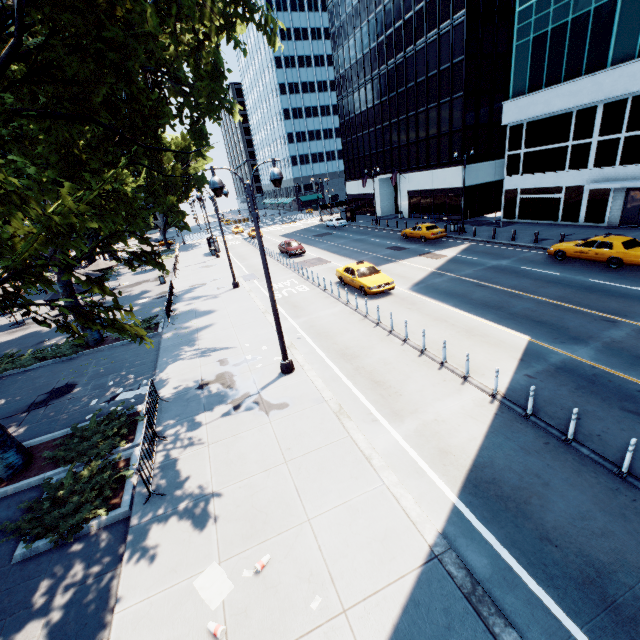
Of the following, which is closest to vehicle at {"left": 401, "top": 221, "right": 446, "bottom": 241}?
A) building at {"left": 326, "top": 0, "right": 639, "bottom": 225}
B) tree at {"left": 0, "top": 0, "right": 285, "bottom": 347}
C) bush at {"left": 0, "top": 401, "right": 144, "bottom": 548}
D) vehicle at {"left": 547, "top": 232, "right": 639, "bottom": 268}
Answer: building at {"left": 326, "top": 0, "right": 639, "bottom": 225}

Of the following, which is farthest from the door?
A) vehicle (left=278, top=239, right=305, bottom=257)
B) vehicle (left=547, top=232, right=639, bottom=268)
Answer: vehicle (left=278, top=239, right=305, bottom=257)

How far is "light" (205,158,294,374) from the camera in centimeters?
956cm

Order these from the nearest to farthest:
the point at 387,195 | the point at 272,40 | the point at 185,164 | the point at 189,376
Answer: the point at 272,40, the point at 189,376, the point at 185,164, the point at 387,195

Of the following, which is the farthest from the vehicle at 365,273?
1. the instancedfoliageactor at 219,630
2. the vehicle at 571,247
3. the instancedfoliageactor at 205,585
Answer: the instancedfoliageactor at 219,630

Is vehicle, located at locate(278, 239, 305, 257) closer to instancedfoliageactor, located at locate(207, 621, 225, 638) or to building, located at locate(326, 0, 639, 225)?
building, located at locate(326, 0, 639, 225)

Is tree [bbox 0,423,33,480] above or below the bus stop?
below

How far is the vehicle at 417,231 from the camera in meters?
30.2
